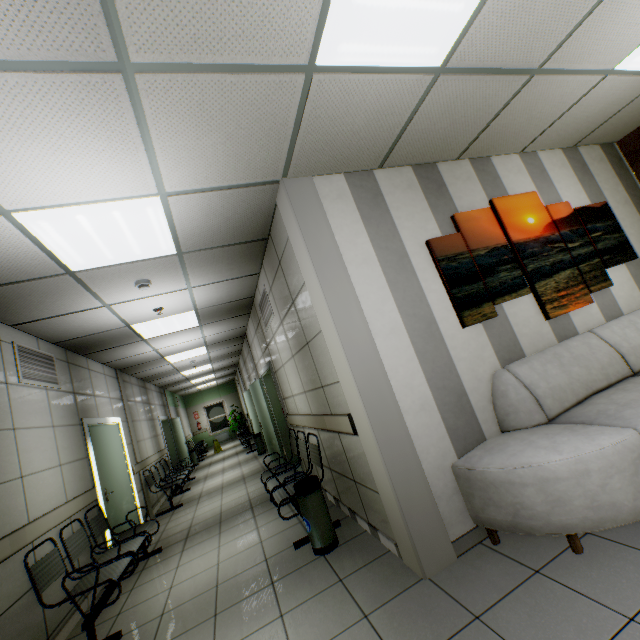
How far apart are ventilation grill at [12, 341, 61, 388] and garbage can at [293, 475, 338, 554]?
3.30m

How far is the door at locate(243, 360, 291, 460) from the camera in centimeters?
707cm

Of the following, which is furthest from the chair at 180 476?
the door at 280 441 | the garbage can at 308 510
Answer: the garbage can at 308 510

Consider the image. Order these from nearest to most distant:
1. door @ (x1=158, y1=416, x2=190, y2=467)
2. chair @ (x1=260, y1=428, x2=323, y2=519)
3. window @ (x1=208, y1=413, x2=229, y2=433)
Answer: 1. chair @ (x1=260, y1=428, x2=323, y2=519)
2. door @ (x1=158, y1=416, x2=190, y2=467)
3. window @ (x1=208, y1=413, x2=229, y2=433)

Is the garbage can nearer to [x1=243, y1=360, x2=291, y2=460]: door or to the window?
[x1=243, y1=360, x2=291, y2=460]: door

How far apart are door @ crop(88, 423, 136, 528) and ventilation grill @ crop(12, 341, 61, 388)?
0.99m

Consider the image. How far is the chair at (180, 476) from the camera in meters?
6.9

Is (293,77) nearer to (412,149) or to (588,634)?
(412,149)
